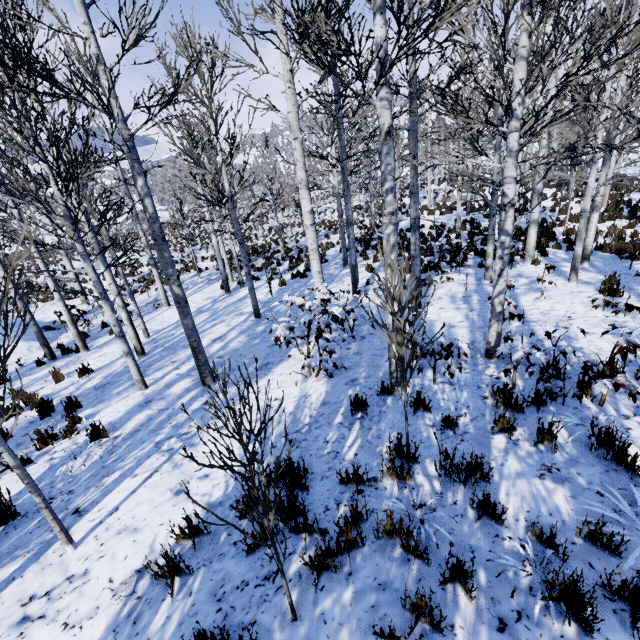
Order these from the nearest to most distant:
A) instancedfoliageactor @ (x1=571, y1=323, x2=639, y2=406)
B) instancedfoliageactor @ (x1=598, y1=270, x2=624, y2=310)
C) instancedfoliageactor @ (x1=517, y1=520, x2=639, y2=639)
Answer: instancedfoliageactor @ (x1=517, y1=520, x2=639, y2=639) < instancedfoliageactor @ (x1=571, y1=323, x2=639, y2=406) < instancedfoliageactor @ (x1=598, y1=270, x2=624, y2=310)

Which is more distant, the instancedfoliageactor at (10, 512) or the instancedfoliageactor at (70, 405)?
the instancedfoliageactor at (70, 405)

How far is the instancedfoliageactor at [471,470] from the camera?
2.9m

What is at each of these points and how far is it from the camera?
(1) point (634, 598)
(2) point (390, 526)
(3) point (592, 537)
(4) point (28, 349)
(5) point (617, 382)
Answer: (1) instancedfoliageactor, 2.15m
(2) instancedfoliageactor, 2.84m
(3) instancedfoliageactor, 2.56m
(4) rock, 12.83m
(5) instancedfoliageactor, 3.60m

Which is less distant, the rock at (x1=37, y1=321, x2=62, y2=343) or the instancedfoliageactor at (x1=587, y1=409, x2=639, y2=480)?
the instancedfoliageactor at (x1=587, y1=409, x2=639, y2=480)

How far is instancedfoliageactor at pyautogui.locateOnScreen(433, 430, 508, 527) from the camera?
2.9 meters

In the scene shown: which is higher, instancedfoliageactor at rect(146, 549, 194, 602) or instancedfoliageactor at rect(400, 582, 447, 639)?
instancedfoliageactor at rect(400, 582, 447, 639)
